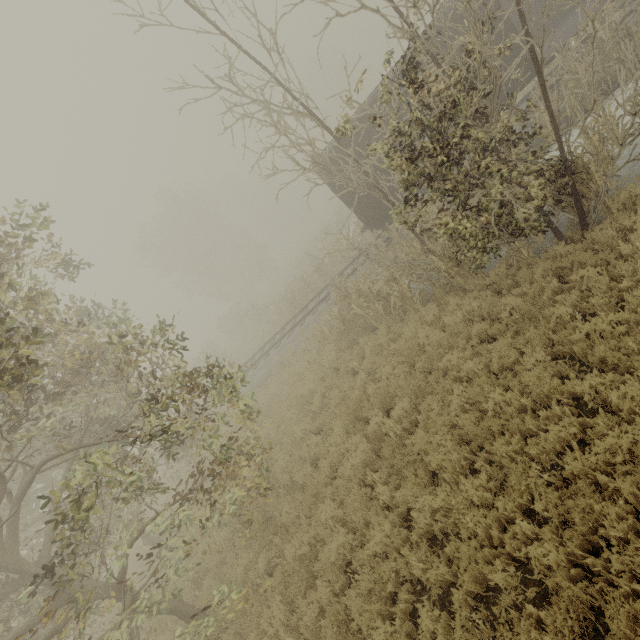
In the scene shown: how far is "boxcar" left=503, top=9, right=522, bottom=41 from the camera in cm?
1071

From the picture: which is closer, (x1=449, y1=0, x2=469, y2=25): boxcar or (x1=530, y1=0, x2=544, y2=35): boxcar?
(x1=449, y1=0, x2=469, y2=25): boxcar

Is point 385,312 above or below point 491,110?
below

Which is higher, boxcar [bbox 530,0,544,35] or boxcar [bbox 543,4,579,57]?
boxcar [bbox 530,0,544,35]

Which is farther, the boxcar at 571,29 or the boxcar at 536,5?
the boxcar at 536,5

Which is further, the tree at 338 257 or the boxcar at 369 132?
the boxcar at 369 132

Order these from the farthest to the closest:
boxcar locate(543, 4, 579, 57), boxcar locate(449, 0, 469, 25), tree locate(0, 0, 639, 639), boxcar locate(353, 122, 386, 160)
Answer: boxcar locate(353, 122, 386, 160) → boxcar locate(543, 4, 579, 57) → boxcar locate(449, 0, 469, 25) → tree locate(0, 0, 639, 639)
